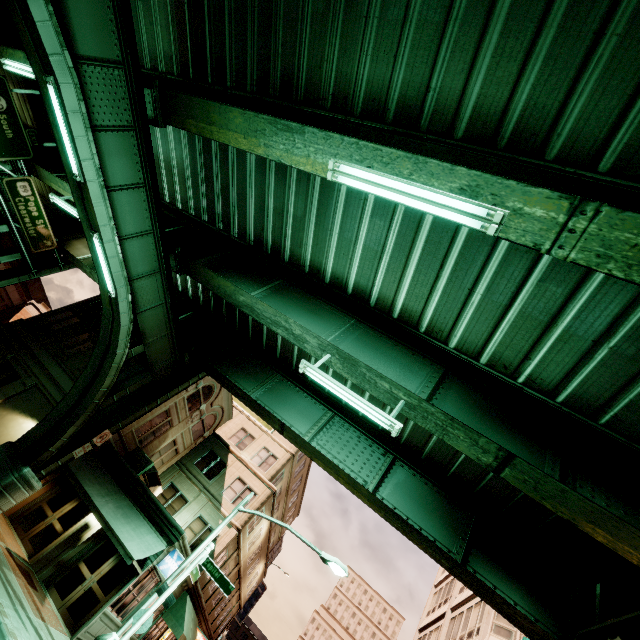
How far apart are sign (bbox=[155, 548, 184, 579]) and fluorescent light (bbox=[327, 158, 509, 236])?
17.6m

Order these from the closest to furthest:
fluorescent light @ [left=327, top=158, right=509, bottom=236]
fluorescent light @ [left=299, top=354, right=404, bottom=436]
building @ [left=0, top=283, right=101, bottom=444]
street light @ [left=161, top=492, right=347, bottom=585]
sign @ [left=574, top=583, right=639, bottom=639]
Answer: fluorescent light @ [left=327, top=158, right=509, bottom=236]
sign @ [left=574, top=583, right=639, bottom=639]
fluorescent light @ [left=299, top=354, right=404, bottom=436]
street light @ [left=161, top=492, right=347, bottom=585]
building @ [left=0, top=283, right=101, bottom=444]

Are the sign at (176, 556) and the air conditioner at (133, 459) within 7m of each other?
yes

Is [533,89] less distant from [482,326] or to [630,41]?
[630,41]

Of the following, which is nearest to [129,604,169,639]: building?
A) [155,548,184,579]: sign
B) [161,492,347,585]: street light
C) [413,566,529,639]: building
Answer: [155,548,184,579]: sign

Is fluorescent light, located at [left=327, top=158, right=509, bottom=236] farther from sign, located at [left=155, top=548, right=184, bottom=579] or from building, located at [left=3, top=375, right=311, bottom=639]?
sign, located at [left=155, top=548, right=184, bottom=579]

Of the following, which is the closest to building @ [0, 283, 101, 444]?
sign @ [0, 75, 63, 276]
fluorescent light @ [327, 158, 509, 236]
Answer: sign @ [0, 75, 63, 276]

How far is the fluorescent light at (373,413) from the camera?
8.4 meters
